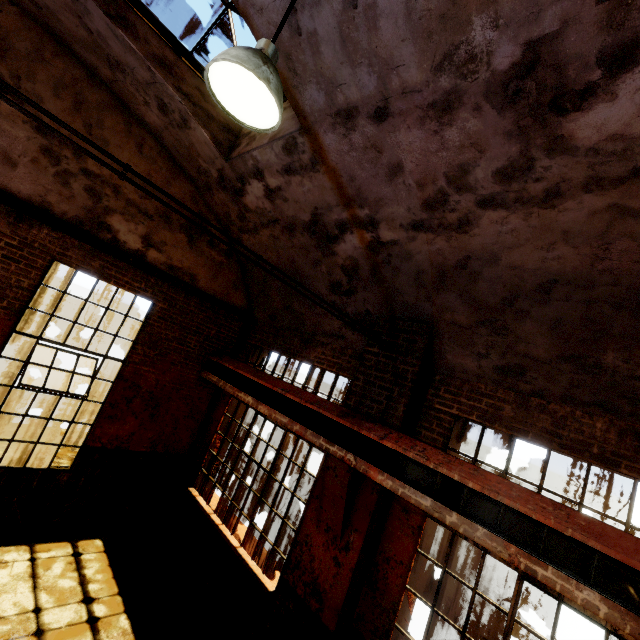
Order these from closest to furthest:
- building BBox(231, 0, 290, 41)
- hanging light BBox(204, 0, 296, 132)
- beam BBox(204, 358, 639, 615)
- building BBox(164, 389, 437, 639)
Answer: hanging light BBox(204, 0, 296, 132) → beam BBox(204, 358, 639, 615) → building BBox(231, 0, 290, 41) → building BBox(164, 389, 437, 639)

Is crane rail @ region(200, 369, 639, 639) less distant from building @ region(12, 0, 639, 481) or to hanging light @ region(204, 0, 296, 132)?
building @ region(12, 0, 639, 481)

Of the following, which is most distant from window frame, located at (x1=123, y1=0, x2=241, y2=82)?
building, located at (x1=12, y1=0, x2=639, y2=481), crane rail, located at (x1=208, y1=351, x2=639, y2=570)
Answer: crane rail, located at (x1=208, y1=351, x2=639, y2=570)

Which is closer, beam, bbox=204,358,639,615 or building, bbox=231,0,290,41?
beam, bbox=204,358,639,615

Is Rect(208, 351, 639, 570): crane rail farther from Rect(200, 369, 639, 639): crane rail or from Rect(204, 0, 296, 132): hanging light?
Rect(204, 0, 296, 132): hanging light

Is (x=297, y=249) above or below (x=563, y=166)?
below

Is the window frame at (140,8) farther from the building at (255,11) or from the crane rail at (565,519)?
the crane rail at (565,519)

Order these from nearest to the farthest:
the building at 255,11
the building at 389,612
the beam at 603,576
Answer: the beam at 603,576 → the building at 255,11 → the building at 389,612
